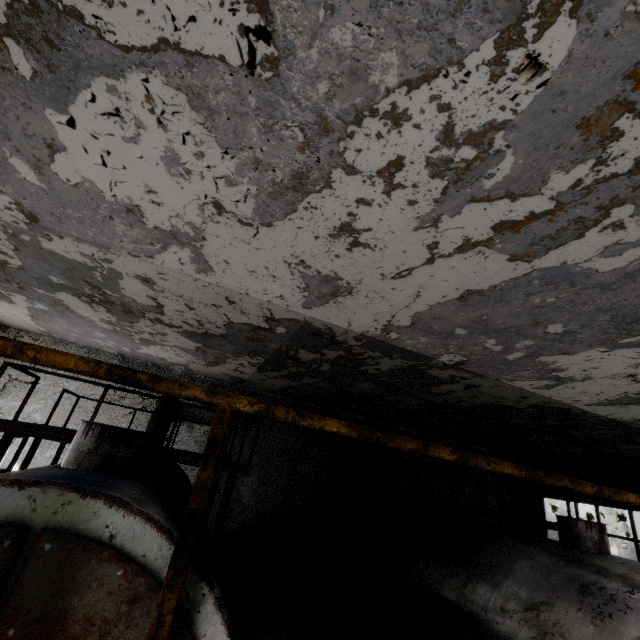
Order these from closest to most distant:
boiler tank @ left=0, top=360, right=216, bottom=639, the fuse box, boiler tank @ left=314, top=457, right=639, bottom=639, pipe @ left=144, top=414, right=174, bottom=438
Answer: boiler tank @ left=0, top=360, right=216, bottom=639 → boiler tank @ left=314, top=457, right=639, bottom=639 → pipe @ left=144, top=414, right=174, bottom=438 → the fuse box

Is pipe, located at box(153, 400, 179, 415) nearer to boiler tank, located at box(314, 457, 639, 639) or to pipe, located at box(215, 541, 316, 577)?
pipe, located at box(215, 541, 316, 577)

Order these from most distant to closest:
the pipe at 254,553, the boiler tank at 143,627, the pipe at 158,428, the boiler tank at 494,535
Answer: the pipe at 254,553 < the pipe at 158,428 < the boiler tank at 494,535 < the boiler tank at 143,627

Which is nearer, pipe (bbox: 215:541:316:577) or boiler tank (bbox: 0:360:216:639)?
boiler tank (bbox: 0:360:216:639)

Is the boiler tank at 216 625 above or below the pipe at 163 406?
below

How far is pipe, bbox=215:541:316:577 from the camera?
10.8 meters

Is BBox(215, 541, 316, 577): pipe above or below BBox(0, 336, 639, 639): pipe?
below

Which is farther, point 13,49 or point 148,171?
point 148,171
